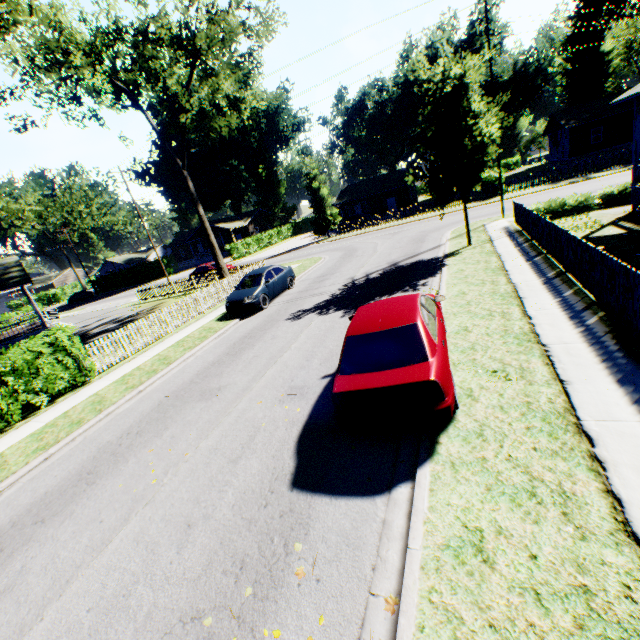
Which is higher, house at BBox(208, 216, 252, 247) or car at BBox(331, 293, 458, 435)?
house at BBox(208, 216, 252, 247)

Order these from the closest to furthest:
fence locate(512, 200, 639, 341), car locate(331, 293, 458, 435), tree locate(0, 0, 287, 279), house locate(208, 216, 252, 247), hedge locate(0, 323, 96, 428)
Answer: car locate(331, 293, 458, 435) → fence locate(512, 200, 639, 341) → hedge locate(0, 323, 96, 428) → tree locate(0, 0, 287, 279) → house locate(208, 216, 252, 247)

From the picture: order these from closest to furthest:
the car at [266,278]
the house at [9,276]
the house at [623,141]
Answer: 1. the house at [623,141]
2. the car at [266,278]
3. the house at [9,276]

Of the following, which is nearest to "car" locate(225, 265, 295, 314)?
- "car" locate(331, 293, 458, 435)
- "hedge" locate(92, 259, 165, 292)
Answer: "car" locate(331, 293, 458, 435)

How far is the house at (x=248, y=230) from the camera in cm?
5500

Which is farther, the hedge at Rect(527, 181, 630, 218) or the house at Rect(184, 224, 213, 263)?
the house at Rect(184, 224, 213, 263)

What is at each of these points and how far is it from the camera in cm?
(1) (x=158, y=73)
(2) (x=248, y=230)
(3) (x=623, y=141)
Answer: (1) tree, 2116
(2) house, 5922
(3) house, 3625

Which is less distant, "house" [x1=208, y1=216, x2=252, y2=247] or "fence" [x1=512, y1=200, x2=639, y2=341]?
"fence" [x1=512, y1=200, x2=639, y2=341]
